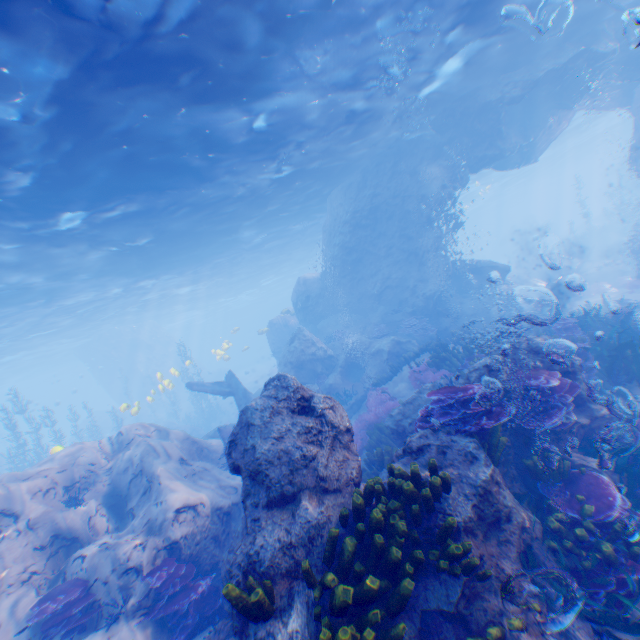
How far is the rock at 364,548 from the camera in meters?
4.2 m

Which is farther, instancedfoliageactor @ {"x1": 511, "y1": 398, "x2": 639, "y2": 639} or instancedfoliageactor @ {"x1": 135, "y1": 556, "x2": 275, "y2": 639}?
instancedfoliageactor @ {"x1": 511, "y1": 398, "x2": 639, "y2": 639}

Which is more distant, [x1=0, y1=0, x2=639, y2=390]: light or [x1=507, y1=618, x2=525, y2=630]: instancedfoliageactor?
[x1=0, y1=0, x2=639, y2=390]: light

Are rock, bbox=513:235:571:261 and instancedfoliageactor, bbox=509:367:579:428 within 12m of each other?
no

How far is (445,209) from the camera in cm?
1797

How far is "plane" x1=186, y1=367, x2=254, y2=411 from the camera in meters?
16.8 m

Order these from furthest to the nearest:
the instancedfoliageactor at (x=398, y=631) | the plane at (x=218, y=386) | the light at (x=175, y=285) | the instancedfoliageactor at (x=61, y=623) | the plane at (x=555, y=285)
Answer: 1. the plane at (x=555, y=285)
2. the plane at (x=218, y=386)
3. the light at (x=175, y=285)
4. the instancedfoliageactor at (x=61, y=623)
5. the instancedfoliageactor at (x=398, y=631)

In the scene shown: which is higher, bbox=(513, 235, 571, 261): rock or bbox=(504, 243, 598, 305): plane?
bbox=(513, 235, 571, 261): rock
